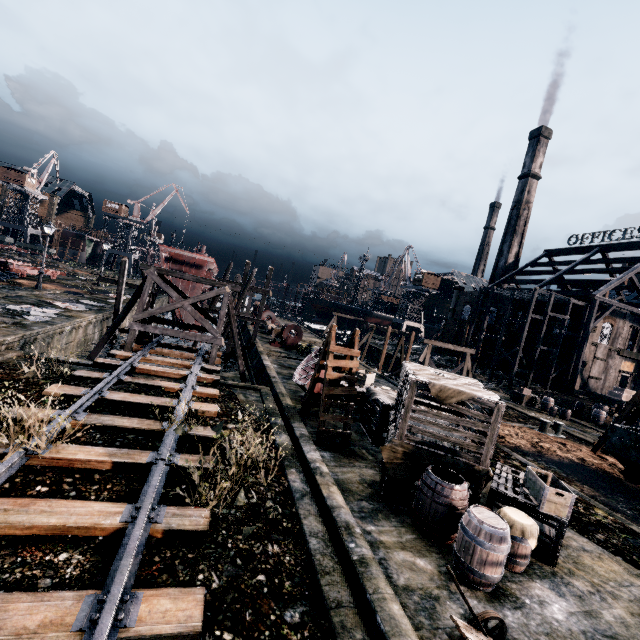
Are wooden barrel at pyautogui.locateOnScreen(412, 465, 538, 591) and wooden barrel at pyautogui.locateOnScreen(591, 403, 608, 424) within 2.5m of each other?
no

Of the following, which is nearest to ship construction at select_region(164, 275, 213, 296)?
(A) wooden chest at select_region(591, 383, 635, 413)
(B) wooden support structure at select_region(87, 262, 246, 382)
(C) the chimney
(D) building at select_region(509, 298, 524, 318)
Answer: (B) wooden support structure at select_region(87, 262, 246, 382)

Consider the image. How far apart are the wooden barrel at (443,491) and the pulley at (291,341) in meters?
24.1 m

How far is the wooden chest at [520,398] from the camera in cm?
3119

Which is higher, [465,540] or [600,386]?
[600,386]

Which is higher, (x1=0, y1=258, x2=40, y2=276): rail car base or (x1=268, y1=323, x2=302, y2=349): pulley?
(x1=0, y1=258, x2=40, y2=276): rail car base

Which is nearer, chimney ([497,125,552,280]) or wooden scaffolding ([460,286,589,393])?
wooden scaffolding ([460,286,589,393])

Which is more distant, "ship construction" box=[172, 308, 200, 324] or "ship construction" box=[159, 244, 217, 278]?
"ship construction" box=[172, 308, 200, 324]
